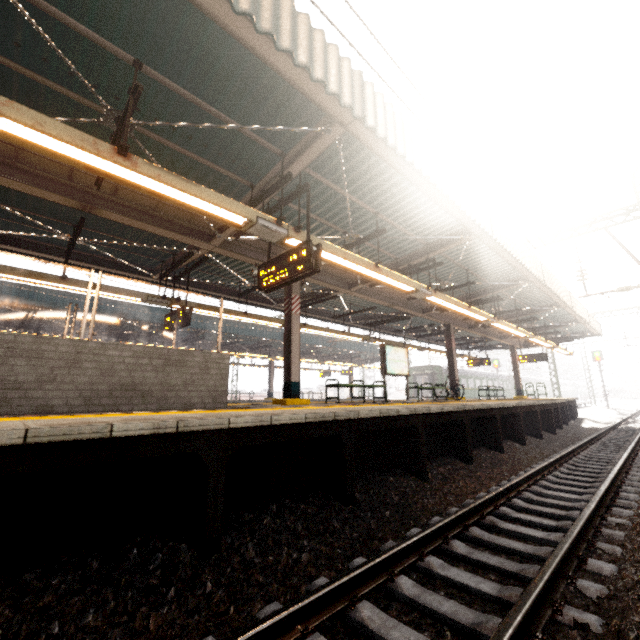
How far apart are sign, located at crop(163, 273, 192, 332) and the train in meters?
26.3

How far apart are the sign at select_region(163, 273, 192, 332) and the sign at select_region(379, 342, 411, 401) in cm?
641

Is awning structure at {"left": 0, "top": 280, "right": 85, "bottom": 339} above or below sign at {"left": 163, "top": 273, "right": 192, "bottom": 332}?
above

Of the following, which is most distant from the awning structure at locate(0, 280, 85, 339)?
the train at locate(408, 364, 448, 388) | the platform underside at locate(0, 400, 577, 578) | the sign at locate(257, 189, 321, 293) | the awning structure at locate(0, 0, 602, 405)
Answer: the platform underside at locate(0, 400, 577, 578)

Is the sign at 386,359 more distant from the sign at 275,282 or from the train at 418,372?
the train at 418,372

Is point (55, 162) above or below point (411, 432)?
above

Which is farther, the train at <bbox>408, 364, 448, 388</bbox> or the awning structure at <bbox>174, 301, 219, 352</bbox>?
the train at <bbox>408, 364, 448, 388</bbox>

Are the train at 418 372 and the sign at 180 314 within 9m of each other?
no
